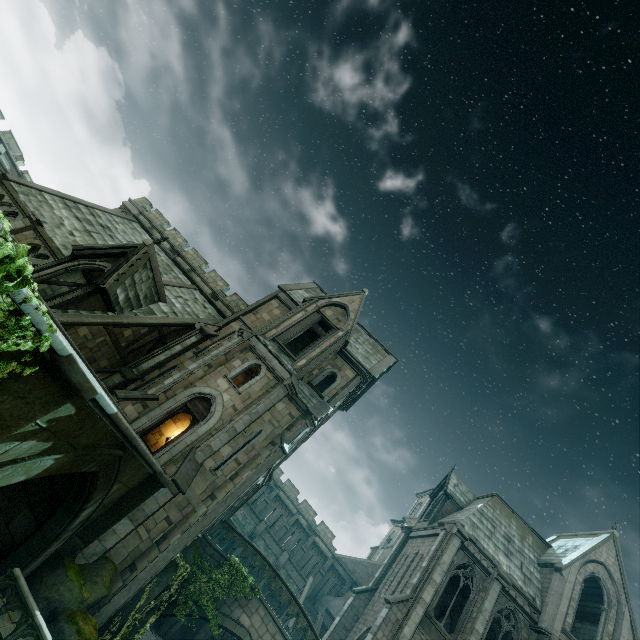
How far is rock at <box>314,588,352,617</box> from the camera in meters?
31.8

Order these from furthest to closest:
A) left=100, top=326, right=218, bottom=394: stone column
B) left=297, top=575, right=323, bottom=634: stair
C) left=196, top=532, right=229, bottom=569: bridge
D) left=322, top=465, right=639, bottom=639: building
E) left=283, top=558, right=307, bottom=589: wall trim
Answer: left=283, top=558, right=307, bottom=589: wall trim < left=297, top=575, right=323, bottom=634: stair < left=322, top=465, right=639, bottom=639: building < left=100, top=326, right=218, bottom=394: stone column < left=196, top=532, right=229, bottom=569: bridge

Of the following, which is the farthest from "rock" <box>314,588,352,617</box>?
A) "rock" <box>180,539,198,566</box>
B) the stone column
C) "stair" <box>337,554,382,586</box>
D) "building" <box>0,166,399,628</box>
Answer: the stone column

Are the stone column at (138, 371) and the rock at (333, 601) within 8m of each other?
no

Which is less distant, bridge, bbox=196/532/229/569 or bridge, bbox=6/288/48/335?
bridge, bbox=6/288/48/335

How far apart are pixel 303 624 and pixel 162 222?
30.34m

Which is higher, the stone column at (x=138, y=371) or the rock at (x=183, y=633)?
the stone column at (x=138, y=371)

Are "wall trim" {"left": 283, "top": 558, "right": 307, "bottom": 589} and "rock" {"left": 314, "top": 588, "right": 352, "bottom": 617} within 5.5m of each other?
yes
